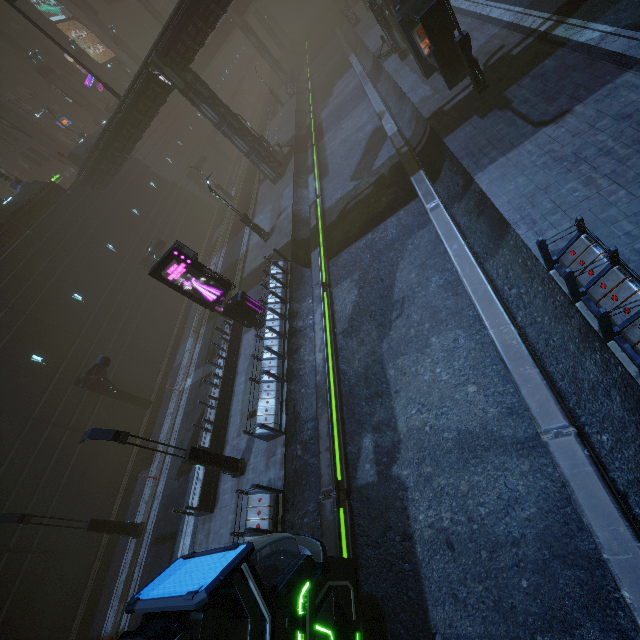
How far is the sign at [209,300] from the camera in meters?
14.2 m

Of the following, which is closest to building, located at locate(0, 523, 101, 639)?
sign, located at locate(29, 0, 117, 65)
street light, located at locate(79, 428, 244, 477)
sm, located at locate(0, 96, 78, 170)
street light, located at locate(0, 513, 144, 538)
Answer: sign, located at locate(29, 0, 117, 65)

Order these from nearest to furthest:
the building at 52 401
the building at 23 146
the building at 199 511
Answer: the building at 199 511
the building at 52 401
the building at 23 146

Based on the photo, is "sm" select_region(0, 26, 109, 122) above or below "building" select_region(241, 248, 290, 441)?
above

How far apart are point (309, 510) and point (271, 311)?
8.7m

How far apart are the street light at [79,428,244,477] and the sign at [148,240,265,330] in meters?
6.8

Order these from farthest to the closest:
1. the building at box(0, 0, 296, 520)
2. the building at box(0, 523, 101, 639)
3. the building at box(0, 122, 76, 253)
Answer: the building at box(0, 122, 76, 253), the building at box(0, 0, 296, 520), the building at box(0, 523, 101, 639)

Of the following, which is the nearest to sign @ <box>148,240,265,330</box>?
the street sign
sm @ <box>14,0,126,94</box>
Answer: the street sign
